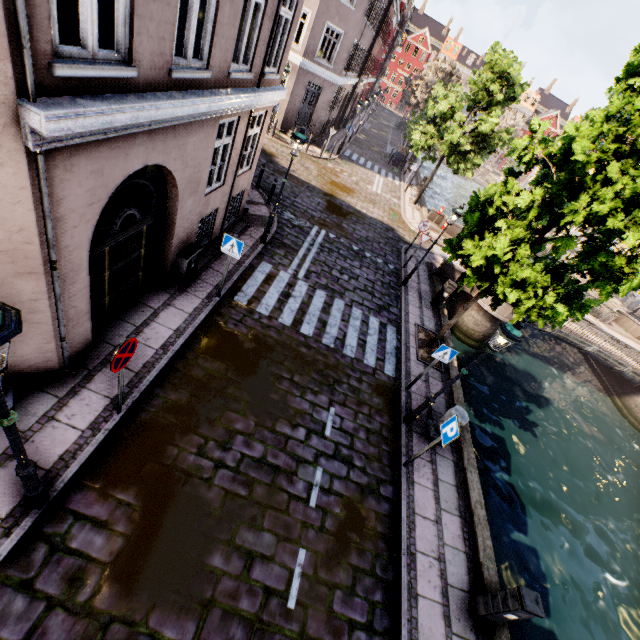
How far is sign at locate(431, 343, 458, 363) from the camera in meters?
8.0 m

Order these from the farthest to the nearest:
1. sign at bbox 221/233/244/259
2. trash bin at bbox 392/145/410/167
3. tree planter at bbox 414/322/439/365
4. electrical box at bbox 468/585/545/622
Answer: trash bin at bbox 392/145/410/167 < tree planter at bbox 414/322/439/365 < sign at bbox 221/233/244/259 < electrical box at bbox 468/585/545/622

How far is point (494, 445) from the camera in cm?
1275

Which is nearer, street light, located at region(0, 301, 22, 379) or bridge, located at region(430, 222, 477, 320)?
street light, located at region(0, 301, 22, 379)

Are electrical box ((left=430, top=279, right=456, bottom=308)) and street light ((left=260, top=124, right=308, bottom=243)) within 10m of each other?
yes

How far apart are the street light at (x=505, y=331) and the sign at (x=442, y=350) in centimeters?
104cm

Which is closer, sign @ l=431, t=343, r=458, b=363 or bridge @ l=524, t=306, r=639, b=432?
sign @ l=431, t=343, r=458, b=363

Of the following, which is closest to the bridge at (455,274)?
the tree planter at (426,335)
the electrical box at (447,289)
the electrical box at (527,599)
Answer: the electrical box at (447,289)
